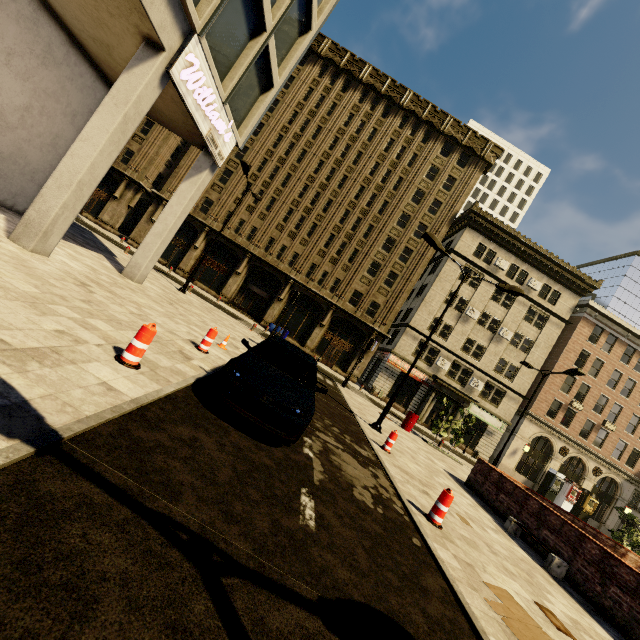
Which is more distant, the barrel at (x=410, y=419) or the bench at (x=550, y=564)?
the barrel at (x=410, y=419)

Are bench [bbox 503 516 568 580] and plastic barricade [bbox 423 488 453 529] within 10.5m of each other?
yes

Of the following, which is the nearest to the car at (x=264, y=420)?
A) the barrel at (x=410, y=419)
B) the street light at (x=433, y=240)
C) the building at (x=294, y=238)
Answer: the street light at (x=433, y=240)

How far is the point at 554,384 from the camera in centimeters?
3300cm

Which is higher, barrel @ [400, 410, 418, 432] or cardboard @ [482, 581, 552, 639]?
A: barrel @ [400, 410, 418, 432]

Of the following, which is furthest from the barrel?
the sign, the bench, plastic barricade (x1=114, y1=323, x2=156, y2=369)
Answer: plastic barricade (x1=114, y1=323, x2=156, y2=369)

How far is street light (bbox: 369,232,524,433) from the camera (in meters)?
12.91

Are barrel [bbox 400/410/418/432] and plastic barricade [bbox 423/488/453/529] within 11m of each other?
no
